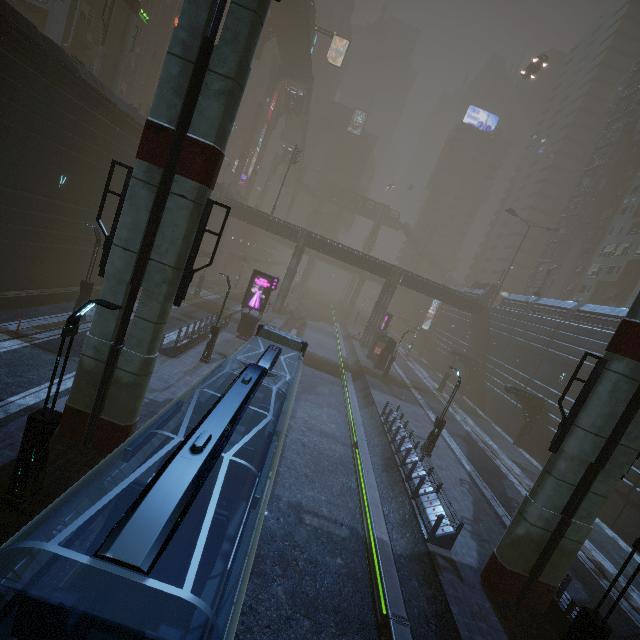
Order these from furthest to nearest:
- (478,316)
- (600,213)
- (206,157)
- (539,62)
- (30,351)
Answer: (600,213) → (539,62) → (478,316) → (30,351) → (206,157)

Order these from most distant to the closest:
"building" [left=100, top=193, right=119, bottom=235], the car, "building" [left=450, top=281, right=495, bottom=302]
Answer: "building" [left=450, top=281, right=495, bottom=302], the car, "building" [left=100, top=193, right=119, bottom=235]

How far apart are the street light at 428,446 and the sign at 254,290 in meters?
14.8

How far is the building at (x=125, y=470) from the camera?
8.4m

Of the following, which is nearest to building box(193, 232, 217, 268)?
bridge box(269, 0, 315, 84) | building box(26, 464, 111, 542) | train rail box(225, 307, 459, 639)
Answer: train rail box(225, 307, 459, 639)

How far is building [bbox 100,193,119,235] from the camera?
24.25m

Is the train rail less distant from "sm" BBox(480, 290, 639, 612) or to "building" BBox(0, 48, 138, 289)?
"building" BBox(0, 48, 138, 289)

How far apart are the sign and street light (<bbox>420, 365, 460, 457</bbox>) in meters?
14.8 m
